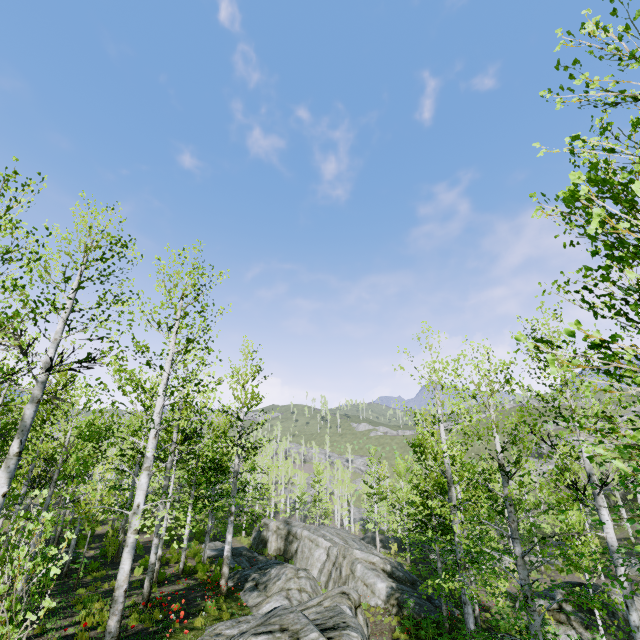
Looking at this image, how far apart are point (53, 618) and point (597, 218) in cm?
1428

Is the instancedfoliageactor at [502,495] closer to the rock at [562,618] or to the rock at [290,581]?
the rock at [290,581]

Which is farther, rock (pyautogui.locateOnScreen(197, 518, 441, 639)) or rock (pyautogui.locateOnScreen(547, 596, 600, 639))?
rock (pyautogui.locateOnScreen(547, 596, 600, 639))

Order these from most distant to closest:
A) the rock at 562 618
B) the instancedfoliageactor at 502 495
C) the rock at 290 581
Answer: the rock at 562 618 → the rock at 290 581 → the instancedfoliageactor at 502 495

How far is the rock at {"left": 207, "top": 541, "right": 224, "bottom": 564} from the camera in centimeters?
2284cm

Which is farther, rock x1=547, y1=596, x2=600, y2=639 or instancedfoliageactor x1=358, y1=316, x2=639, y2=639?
rock x1=547, y1=596, x2=600, y2=639

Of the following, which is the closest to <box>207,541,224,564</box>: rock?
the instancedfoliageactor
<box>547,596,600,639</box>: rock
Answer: the instancedfoliageactor
